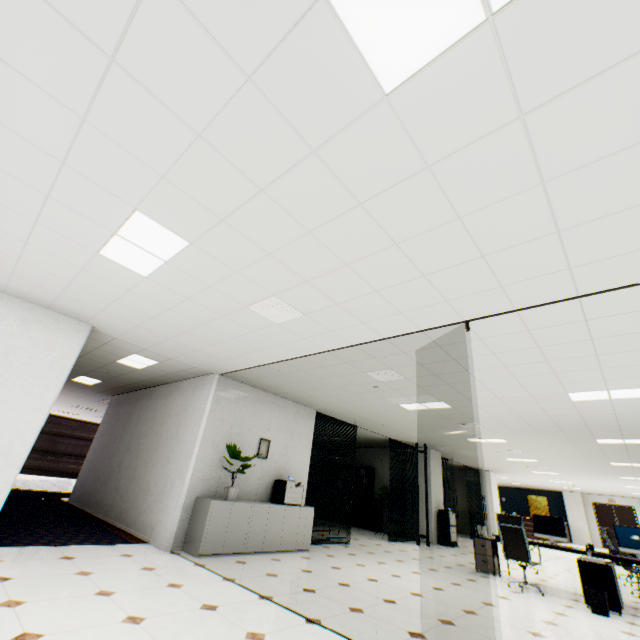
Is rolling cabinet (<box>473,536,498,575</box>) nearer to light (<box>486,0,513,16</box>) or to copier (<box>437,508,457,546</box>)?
copier (<box>437,508,457,546</box>)

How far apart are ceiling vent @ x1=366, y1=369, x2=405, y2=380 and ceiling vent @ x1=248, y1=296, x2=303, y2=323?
2.0 meters

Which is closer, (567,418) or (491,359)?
(491,359)

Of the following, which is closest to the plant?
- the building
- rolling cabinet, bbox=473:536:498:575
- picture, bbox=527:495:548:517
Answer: rolling cabinet, bbox=473:536:498:575

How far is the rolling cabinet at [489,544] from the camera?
6.9m

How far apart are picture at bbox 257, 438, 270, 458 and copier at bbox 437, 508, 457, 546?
7.69m

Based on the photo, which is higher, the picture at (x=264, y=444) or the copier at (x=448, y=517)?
the picture at (x=264, y=444)

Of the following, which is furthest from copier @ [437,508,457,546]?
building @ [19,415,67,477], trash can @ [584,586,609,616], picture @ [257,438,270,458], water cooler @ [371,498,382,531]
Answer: building @ [19,415,67,477]
